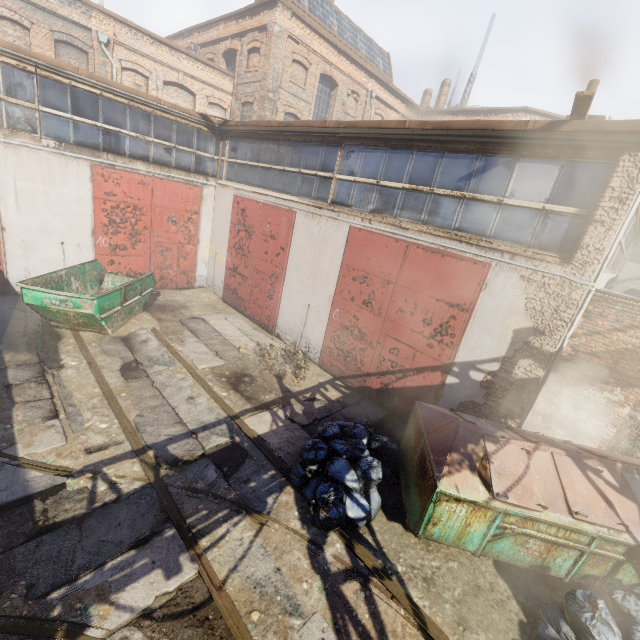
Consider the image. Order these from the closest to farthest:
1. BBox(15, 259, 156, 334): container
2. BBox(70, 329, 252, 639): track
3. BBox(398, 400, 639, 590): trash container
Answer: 1. BBox(70, 329, 252, 639): track
2. BBox(398, 400, 639, 590): trash container
3. BBox(15, 259, 156, 334): container

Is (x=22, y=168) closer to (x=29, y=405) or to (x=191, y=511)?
(x=29, y=405)

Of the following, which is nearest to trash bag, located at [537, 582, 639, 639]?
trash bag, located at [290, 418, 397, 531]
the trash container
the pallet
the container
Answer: the trash container

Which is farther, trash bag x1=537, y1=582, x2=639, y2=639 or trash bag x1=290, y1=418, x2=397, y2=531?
trash bag x1=290, y1=418, x2=397, y2=531

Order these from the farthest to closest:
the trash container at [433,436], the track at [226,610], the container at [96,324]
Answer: the container at [96,324] → the trash container at [433,436] → the track at [226,610]

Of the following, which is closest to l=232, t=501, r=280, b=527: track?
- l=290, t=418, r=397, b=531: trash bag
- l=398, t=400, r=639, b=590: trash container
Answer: l=290, t=418, r=397, b=531: trash bag

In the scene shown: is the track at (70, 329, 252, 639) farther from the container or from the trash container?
the trash container

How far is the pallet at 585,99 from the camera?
4.7 meters
